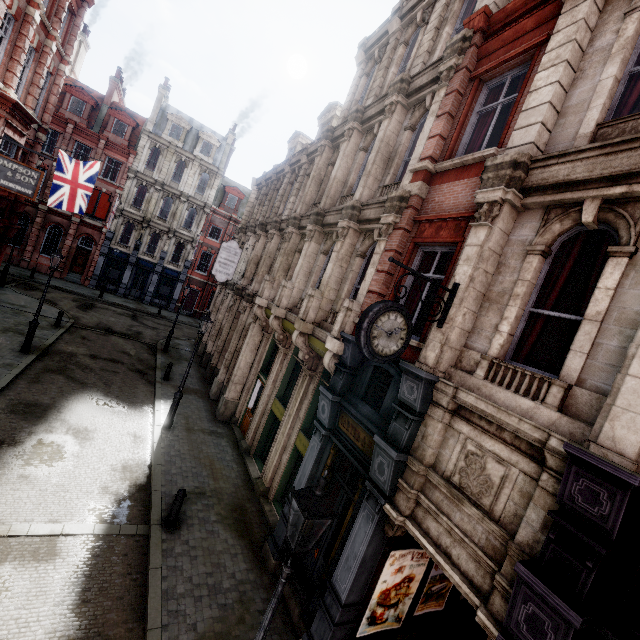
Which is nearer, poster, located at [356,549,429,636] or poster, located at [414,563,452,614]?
poster, located at [356,549,429,636]

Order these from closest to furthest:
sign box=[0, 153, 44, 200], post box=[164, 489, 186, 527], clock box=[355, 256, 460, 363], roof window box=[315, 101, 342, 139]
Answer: clock box=[355, 256, 460, 363] → post box=[164, 489, 186, 527] → sign box=[0, 153, 44, 200] → roof window box=[315, 101, 342, 139]

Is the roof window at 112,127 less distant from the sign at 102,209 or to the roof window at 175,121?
the roof window at 175,121

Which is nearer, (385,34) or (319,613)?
(319,613)

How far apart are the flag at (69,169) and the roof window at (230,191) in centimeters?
1906cm

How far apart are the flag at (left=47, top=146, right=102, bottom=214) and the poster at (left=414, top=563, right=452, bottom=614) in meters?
21.8

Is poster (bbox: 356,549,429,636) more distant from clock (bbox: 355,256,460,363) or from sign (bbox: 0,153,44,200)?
sign (bbox: 0,153,44,200)

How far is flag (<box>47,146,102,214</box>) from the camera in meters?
17.1 m
